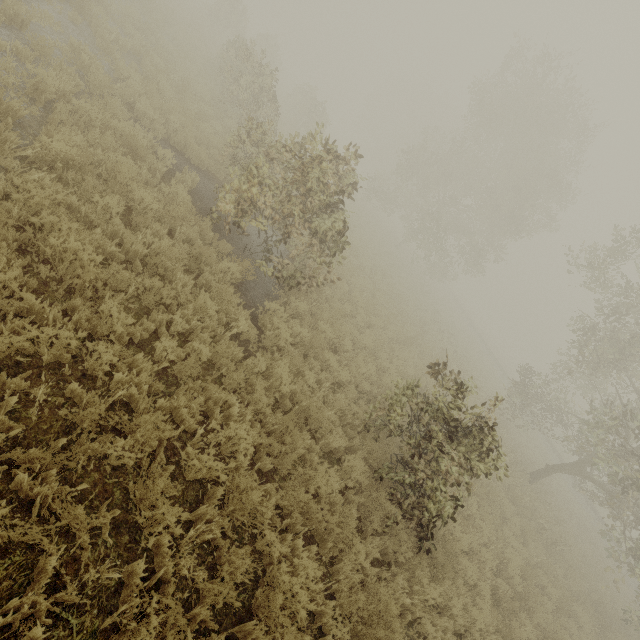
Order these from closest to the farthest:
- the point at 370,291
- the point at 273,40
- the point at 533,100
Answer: the point at 370,291 < the point at 533,100 < the point at 273,40

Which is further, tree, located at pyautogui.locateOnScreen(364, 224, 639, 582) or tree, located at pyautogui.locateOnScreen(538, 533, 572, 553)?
tree, located at pyautogui.locateOnScreen(538, 533, 572, 553)

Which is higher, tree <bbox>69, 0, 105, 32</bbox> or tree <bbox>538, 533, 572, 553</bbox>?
tree <bbox>538, 533, 572, 553</bbox>

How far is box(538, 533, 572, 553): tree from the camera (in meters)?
12.41

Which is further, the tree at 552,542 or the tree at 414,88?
the tree at 552,542

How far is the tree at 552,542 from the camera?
12.41m
